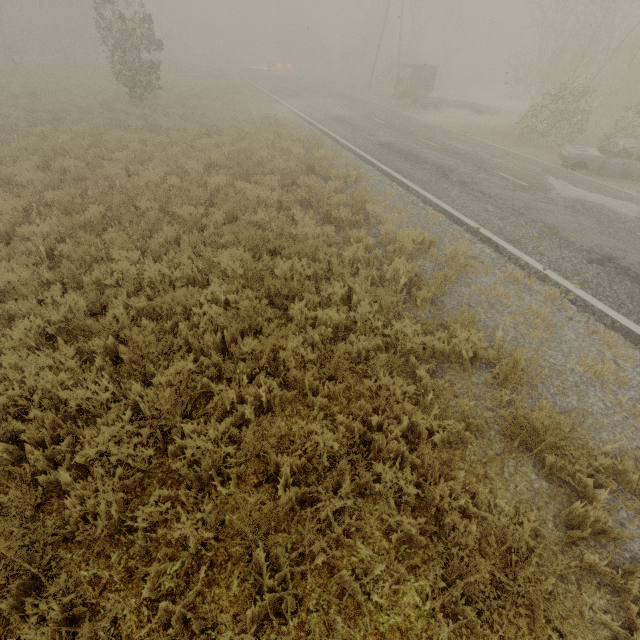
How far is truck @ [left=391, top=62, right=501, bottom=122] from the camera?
20.8 meters

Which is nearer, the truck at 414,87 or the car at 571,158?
the car at 571,158

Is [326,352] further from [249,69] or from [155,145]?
[249,69]

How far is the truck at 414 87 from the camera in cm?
2082

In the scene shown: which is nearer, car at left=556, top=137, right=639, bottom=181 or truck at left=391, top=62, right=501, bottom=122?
car at left=556, top=137, right=639, bottom=181
